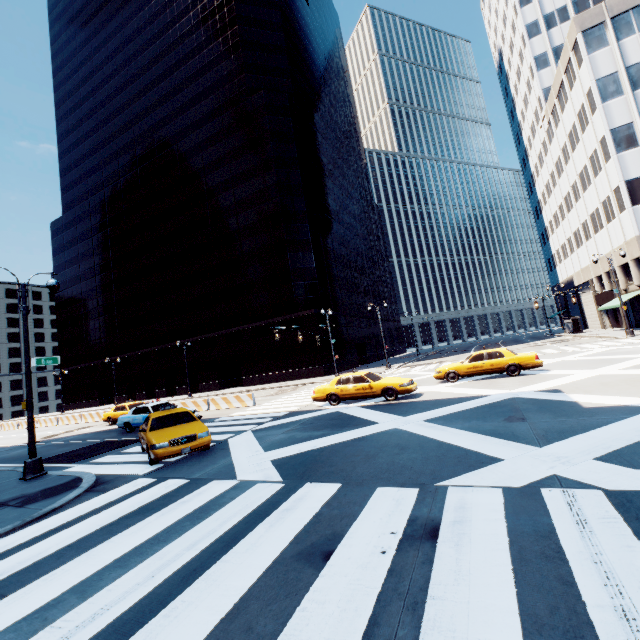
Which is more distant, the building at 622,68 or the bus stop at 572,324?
the bus stop at 572,324

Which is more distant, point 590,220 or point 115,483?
point 590,220

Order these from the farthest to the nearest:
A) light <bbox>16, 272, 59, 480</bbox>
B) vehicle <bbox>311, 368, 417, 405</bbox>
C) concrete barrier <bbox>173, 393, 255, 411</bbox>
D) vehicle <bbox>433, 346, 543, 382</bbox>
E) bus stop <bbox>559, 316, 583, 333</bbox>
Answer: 1. bus stop <bbox>559, 316, 583, 333</bbox>
2. concrete barrier <bbox>173, 393, 255, 411</bbox>
3. vehicle <bbox>433, 346, 543, 382</bbox>
4. vehicle <bbox>311, 368, 417, 405</bbox>
5. light <bbox>16, 272, 59, 480</bbox>

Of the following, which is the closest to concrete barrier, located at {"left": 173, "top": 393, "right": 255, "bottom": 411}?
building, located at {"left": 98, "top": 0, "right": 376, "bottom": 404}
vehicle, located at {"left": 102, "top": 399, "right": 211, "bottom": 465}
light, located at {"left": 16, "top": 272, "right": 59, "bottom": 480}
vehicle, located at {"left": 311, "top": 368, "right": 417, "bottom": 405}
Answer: vehicle, located at {"left": 311, "top": 368, "right": 417, "bottom": 405}

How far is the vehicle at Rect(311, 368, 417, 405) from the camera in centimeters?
1496cm

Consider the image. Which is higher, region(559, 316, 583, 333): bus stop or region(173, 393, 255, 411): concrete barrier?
region(559, 316, 583, 333): bus stop

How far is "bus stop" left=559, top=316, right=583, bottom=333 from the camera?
42.6 meters

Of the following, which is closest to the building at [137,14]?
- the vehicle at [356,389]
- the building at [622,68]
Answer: the vehicle at [356,389]
